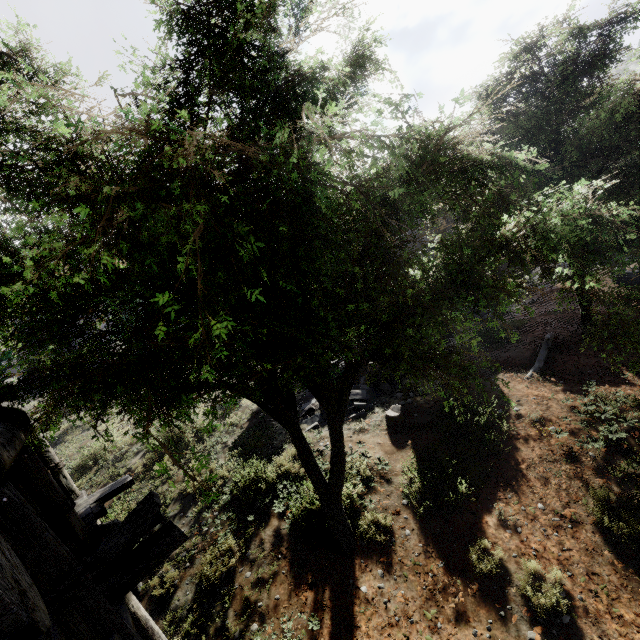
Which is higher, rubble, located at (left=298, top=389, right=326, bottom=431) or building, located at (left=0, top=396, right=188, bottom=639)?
building, located at (left=0, top=396, right=188, bottom=639)

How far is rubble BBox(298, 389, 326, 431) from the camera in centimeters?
1039cm

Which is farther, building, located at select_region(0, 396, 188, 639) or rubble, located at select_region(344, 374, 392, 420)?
rubble, located at select_region(344, 374, 392, 420)

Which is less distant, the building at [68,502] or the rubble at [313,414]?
the building at [68,502]

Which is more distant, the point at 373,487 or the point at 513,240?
the point at 373,487
